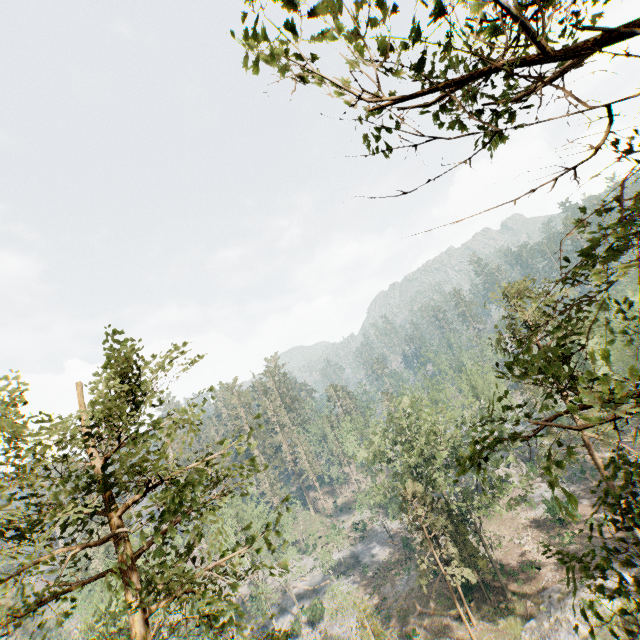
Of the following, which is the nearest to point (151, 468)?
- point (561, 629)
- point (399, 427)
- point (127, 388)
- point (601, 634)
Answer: point (127, 388)

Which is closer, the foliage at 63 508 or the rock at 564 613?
the foliage at 63 508

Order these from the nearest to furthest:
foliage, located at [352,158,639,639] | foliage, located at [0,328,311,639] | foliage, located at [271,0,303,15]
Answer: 1. foliage, located at [271,0,303,15]
2. foliage, located at [352,158,639,639]
3. foliage, located at [0,328,311,639]

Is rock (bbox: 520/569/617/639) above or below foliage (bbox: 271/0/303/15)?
below

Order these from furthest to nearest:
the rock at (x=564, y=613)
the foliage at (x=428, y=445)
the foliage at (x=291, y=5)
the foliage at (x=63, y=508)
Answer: the rock at (x=564, y=613)
the foliage at (x=63, y=508)
the foliage at (x=428, y=445)
the foliage at (x=291, y=5)

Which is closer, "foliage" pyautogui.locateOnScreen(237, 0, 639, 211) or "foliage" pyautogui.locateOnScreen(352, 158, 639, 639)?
"foliage" pyautogui.locateOnScreen(237, 0, 639, 211)
